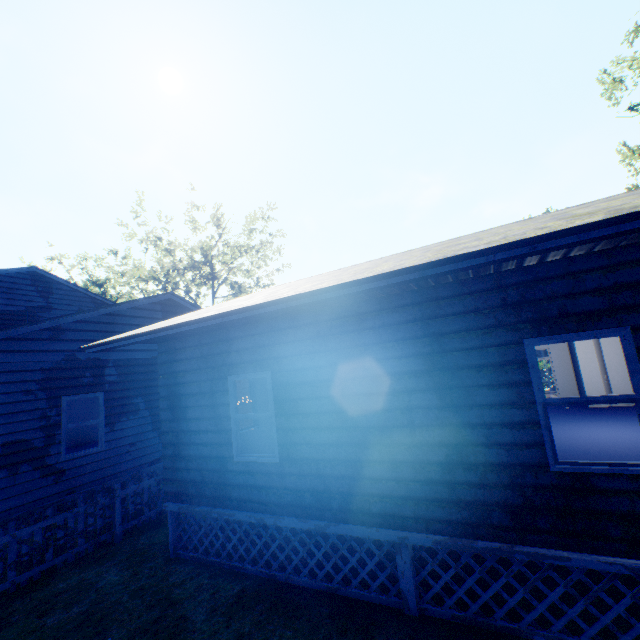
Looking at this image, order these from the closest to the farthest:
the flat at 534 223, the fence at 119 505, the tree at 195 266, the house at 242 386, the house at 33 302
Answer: the flat at 534 223, the fence at 119 505, the house at 33 302, the house at 242 386, the tree at 195 266

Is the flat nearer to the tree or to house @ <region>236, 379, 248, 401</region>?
house @ <region>236, 379, 248, 401</region>

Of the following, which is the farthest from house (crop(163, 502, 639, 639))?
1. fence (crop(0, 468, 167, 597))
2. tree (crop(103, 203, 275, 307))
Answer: tree (crop(103, 203, 275, 307))

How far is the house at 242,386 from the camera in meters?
14.1

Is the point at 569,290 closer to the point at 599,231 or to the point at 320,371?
the point at 599,231

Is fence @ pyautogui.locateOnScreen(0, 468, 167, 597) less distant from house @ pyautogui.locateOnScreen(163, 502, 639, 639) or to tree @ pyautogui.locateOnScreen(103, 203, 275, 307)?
tree @ pyautogui.locateOnScreen(103, 203, 275, 307)

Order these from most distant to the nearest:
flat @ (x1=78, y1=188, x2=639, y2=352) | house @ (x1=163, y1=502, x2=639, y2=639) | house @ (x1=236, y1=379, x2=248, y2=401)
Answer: A: house @ (x1=236, y1=379, x2=248, y2=401) < house @ (x1=163, y1=502, x2=639, y2=639) < flat @ (x1=78, y1=188, x2=639, y2=352)
